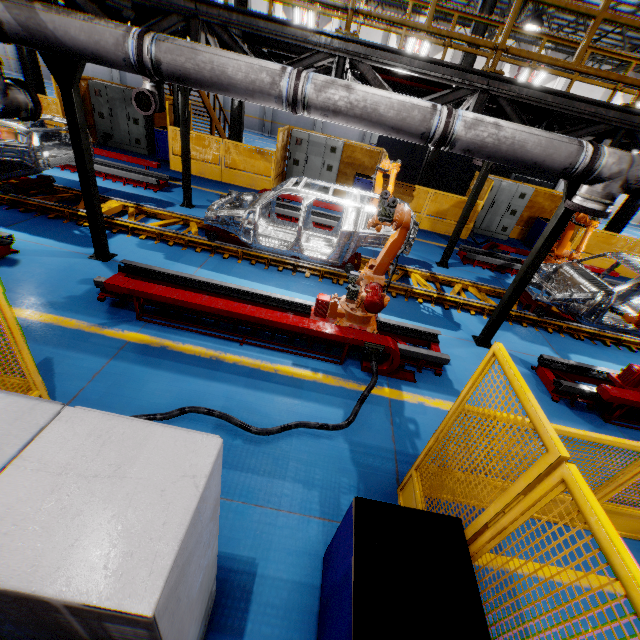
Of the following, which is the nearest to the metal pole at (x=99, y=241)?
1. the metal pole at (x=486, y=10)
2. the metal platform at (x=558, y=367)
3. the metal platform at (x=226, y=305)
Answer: the metal platform at (x=226, y=305)

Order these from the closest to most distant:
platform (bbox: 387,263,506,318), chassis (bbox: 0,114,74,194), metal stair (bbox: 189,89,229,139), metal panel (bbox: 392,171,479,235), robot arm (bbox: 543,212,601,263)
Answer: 1. chassis (bbox: 0,114,74,194)
2. platform (bbox: 387,263,506,318)
3. robot arm (bbox: 543,212,601,263)
4. metal panel (bbox: 392,171,479,235)
5. metal stair (bbox: 189,89,229,139)

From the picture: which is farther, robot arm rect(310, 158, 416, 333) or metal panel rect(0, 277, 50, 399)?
robot arm rect(310, 158, 416, 333)

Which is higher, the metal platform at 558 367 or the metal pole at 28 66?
the metal pole at 28 66

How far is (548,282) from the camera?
8.41m

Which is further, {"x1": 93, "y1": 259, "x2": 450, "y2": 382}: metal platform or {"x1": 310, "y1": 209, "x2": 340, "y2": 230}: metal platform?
{"x1": 310, "y1": 209, "x2": 340, "y2": 230}: metal platform

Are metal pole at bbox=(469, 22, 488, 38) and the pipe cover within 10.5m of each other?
yes

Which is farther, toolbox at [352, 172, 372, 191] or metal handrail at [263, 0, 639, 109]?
toolbox at [352, 172, 372, 191]
